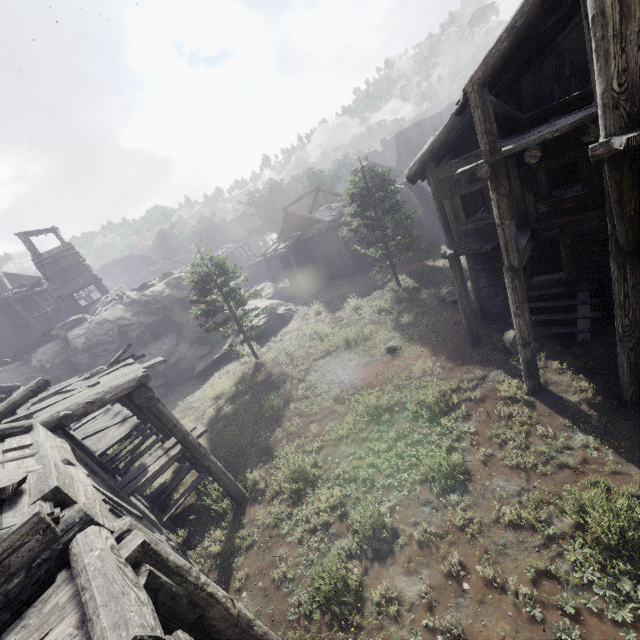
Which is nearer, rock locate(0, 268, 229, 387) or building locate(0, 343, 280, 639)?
building locate(0, 343, 280, 639)

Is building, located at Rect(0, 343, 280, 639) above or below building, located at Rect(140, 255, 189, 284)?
below

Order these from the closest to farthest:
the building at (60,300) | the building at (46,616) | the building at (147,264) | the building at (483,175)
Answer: the building at (46,616), the building at (483,175), the building at (60,300), the building at (147,264)

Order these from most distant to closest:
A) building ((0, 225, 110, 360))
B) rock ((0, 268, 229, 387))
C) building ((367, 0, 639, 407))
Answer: building ((0, 225, 110, 360)) < rock ((0, 268, 229, 387)) < building ((367, 0, 639, 407))

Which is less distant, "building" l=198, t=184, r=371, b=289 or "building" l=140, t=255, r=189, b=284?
"building" l=198, t=184, r=371, b=289

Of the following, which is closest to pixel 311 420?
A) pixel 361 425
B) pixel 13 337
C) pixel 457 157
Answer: pixel 361 425

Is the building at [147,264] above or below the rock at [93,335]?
above
